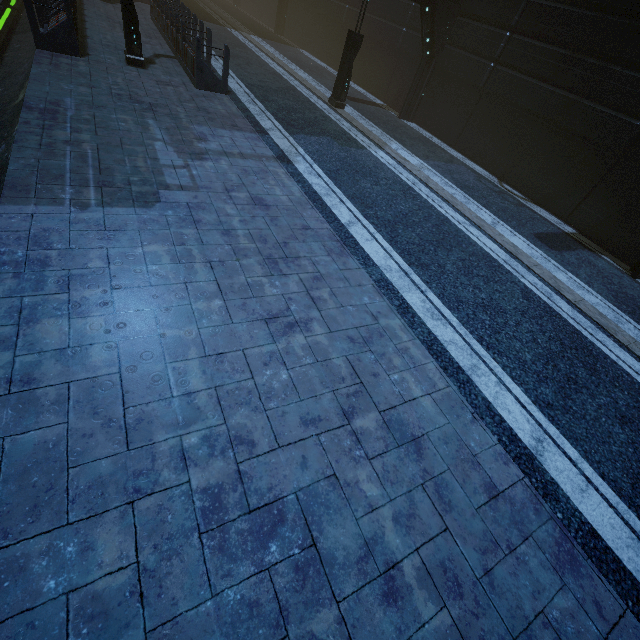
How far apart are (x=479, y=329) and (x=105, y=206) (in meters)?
6.32

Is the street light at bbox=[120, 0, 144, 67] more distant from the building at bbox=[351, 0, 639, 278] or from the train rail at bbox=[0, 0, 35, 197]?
the train rail at bbox=[0, 0, 35, 197]

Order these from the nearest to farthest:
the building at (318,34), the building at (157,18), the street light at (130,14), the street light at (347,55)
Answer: the street light at (130,14) < the building at (157,18) < the street light at (347,55) < the building at (318,34)

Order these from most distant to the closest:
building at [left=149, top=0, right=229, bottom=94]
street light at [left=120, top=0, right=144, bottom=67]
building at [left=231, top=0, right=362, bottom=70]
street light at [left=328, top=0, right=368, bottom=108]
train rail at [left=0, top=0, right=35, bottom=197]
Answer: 1. building at [left=231, top=0, right=362, bottom=70]
2. street light at [left=328, top=0, right=368, bottom=108]
3. building at [left=149, top=0, right=229, bottom=94]
4. street light at [left=120, top=0, right=144, bottom=67]
5. train rail at [left=0, top=0, right=35, bottom=197]

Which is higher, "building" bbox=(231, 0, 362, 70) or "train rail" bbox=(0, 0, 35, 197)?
"building" bbox=(231, 0, 362, 70)

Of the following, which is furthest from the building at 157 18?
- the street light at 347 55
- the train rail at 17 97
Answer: the street light at 347 55

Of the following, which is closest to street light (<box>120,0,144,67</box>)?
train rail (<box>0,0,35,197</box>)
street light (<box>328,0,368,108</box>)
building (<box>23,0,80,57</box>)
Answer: building (<box>23,0,80,57</box>)
